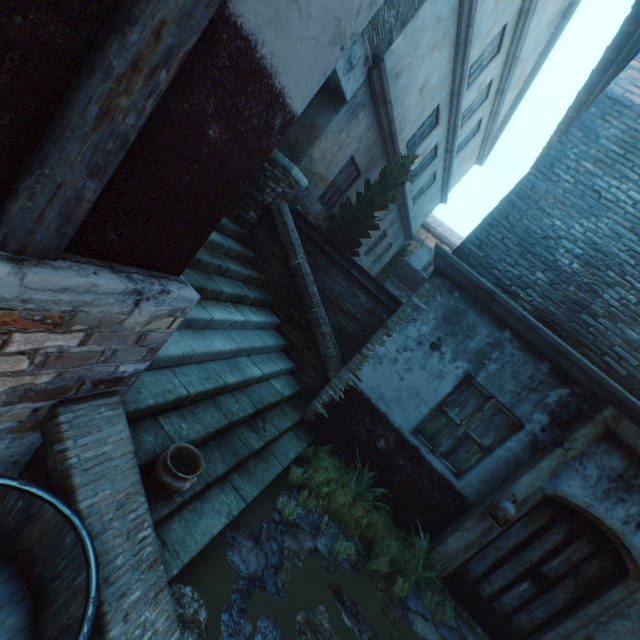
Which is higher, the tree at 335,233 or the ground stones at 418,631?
the tree at 335,233

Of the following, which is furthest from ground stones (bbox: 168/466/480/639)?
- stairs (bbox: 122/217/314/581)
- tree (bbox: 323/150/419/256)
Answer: tree (bbox: 323/150/419/256)

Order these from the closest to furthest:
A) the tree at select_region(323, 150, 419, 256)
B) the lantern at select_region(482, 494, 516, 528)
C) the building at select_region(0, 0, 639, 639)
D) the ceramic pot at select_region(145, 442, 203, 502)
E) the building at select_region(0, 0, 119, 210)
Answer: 1. the building at select_region(0, 0, 119, 210)
2. the building at select_region(0, 0, 639, 639)
3. the ceramic pot at select_region(145, 442, 203, 502)
4. the lantern at select_region(482, 494, 516, 528)
5. the tree at select_region(323, 150, 419, 256)

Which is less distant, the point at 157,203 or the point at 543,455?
the point at 157,203

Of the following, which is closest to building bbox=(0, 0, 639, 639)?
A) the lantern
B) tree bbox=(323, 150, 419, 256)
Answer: the lantern

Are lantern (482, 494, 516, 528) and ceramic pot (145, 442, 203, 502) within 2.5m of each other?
no

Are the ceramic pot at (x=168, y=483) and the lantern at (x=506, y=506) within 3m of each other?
no

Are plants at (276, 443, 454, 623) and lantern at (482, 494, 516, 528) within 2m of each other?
yes
